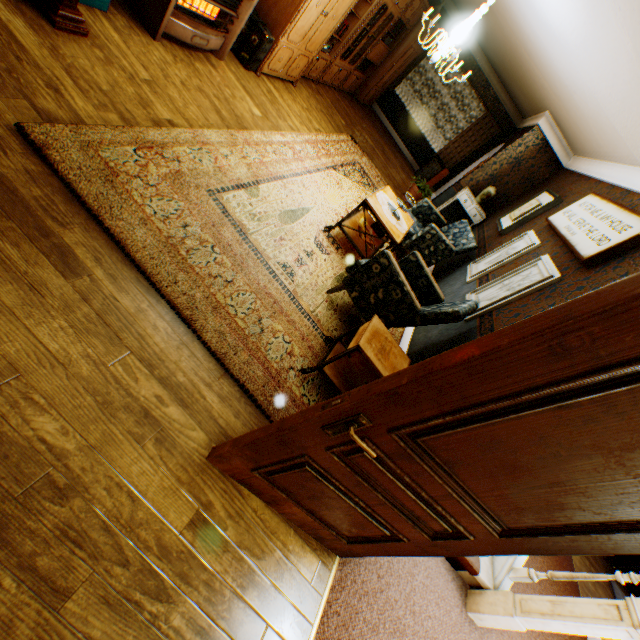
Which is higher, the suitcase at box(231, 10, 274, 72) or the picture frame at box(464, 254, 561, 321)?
the picture frame at box(464, 254, 561, 321)

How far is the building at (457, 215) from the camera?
7.82m

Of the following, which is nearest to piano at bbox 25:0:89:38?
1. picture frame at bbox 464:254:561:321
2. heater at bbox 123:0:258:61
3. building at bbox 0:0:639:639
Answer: building at bbox 0:0:639:639

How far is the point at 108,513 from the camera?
1.5m

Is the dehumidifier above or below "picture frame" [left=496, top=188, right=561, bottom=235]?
below

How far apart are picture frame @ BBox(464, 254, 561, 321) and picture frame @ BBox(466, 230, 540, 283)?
0.5 meters

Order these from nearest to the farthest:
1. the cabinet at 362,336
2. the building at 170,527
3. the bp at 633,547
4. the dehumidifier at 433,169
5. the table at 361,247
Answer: the bp at 633,547 < the building at 170,527 < the cabinet at 362,336 < the table at 361,247 < the dehumidifier at 433,169

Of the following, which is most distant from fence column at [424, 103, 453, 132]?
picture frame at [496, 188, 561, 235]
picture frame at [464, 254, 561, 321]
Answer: picture frame at [464, 254, 561, 321]
